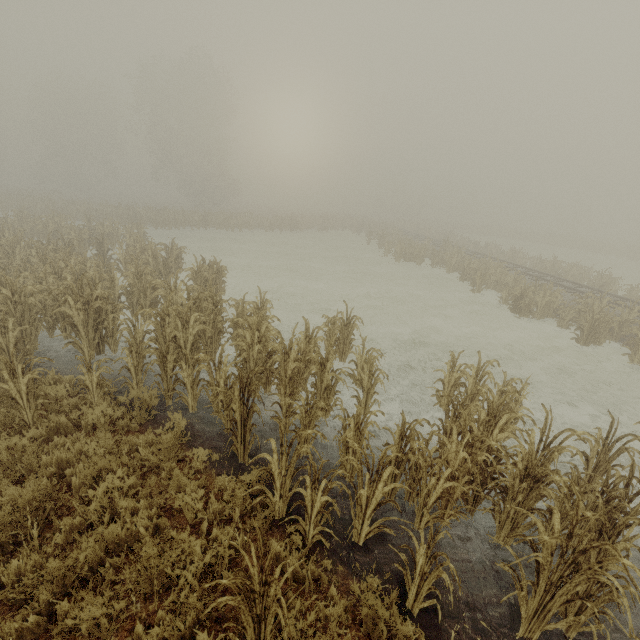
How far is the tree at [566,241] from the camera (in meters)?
43.09

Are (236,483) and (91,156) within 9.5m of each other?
no

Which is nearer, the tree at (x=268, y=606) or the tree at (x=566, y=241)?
the tree at (x=268, y=606)

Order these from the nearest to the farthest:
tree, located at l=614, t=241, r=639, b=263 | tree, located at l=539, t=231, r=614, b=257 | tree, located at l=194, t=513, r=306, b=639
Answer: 1. tree, located at l=194, t=513, r=306, b=639
2. tree, located at l=614, t=241, r=639, b=263
3. tree, located at l=539, t=231, r=614, b=257

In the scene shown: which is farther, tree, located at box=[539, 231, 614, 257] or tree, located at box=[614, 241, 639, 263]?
tree, located at box=[539, 231, 614, 257]

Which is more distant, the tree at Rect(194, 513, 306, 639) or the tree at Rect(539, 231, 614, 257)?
the tree at Rect(539, 231, 614, 257)

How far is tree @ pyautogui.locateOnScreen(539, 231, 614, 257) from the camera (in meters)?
43.09
